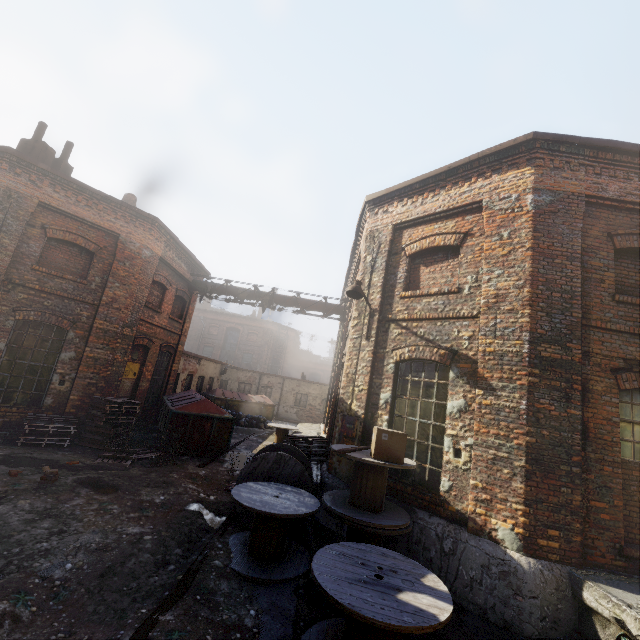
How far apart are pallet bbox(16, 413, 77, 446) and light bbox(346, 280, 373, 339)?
8.0 meters

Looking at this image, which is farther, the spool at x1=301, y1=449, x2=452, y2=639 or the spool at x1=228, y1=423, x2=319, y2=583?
the spool at x1=228, y1=423, x2=319, y2=583

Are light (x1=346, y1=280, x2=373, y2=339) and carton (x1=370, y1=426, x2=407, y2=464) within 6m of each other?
yes

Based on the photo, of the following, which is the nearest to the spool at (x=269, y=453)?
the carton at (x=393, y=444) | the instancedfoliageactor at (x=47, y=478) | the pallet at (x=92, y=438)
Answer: the carton at (x=393, y=444)

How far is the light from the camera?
7.5m

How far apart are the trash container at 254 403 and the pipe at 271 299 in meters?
4.4

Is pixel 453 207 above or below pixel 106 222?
above

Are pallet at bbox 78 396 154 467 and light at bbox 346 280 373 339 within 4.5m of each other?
no
